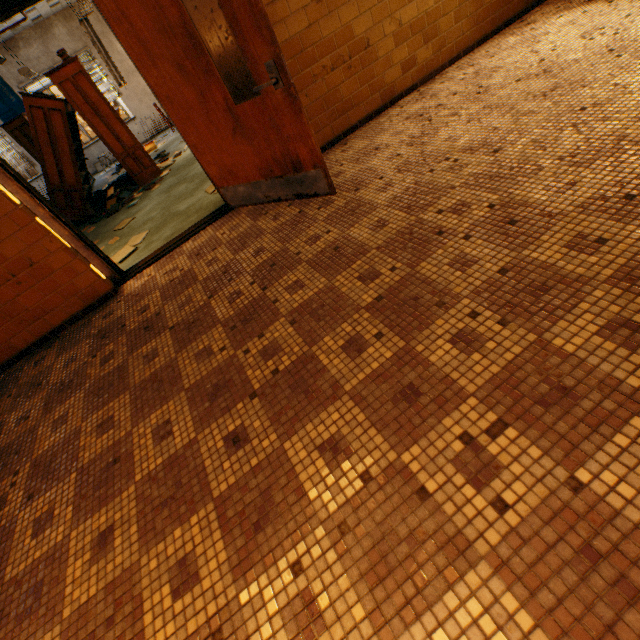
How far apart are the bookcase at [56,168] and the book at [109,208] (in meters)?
0.02

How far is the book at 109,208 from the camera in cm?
583

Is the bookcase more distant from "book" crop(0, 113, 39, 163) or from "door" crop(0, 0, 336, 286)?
"door" crop(0, 0, 336, 286)

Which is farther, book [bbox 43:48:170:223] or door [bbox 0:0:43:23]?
book [bbox 43:48:170:223]

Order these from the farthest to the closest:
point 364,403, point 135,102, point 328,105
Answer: point 135,102 < point 328,105 < point 364,403

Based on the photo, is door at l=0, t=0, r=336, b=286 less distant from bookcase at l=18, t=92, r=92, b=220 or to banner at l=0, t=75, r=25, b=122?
bookcase at l=18, t=92, r=92, b=220

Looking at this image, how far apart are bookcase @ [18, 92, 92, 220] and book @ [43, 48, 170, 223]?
0.0 meters

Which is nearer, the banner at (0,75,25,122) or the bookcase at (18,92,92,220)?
the bookcase at (18,92,92,220)
